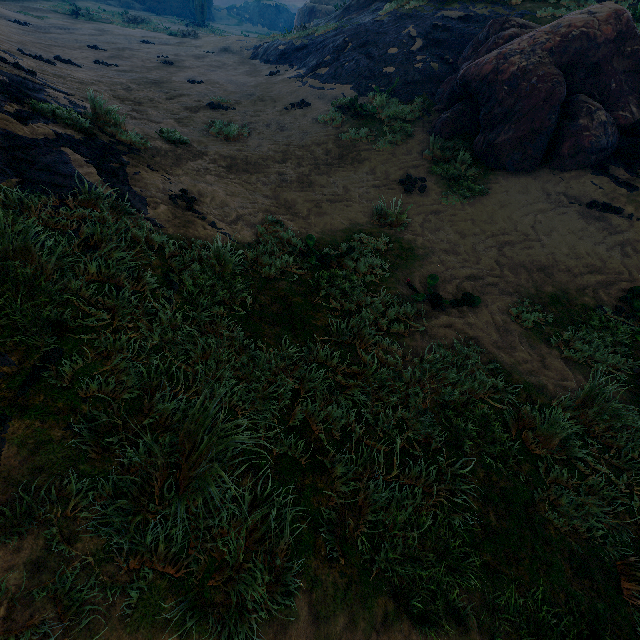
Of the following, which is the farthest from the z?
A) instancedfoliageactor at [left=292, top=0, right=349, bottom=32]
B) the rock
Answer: the rock

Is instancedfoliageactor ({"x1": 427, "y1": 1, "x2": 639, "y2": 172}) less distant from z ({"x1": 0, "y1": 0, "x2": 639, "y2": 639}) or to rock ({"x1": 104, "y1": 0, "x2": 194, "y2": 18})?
z ({"x1": 0, "y1": 0, "x2": 639, "y2": 639})

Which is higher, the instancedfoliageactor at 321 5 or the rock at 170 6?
the instancedfoliageactor at 321 5

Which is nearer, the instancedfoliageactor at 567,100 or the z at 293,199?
the z at 293,199

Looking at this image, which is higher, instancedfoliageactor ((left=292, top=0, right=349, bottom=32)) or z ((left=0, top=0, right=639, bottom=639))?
instancedfoliageactor ((left=292, top=0, right=349, bottom=32))

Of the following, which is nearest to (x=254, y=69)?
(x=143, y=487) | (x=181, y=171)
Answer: (x=181, y=171)

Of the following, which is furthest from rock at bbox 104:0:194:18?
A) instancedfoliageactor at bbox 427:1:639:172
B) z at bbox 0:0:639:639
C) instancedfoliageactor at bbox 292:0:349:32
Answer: instancedfoliageactor at bbox 427:1:639:172

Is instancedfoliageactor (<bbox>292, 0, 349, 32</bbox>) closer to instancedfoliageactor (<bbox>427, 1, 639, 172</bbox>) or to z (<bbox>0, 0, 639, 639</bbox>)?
z (<bbox>0, 0, 639, 639</bbox>)
